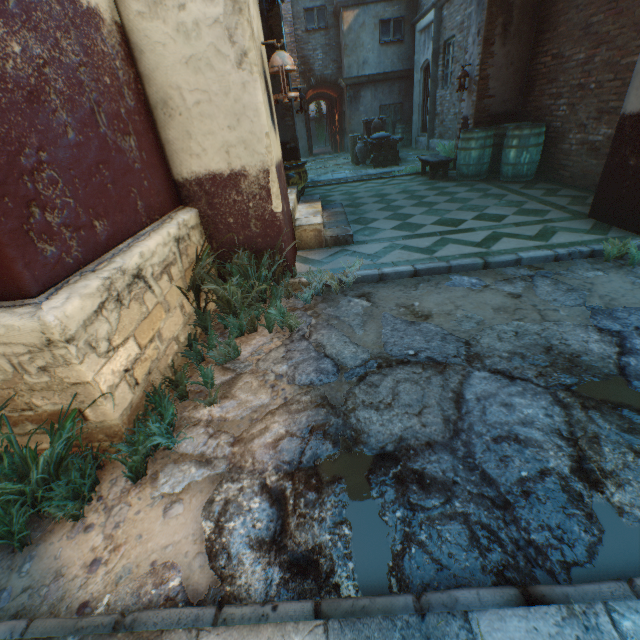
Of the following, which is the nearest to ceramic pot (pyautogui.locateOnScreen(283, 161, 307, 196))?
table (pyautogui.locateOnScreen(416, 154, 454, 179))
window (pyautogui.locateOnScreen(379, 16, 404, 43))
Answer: table (pyautogui.locateOnScreen(416, 154, 454, 179))

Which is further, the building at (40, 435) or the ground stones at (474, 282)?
the ground stones at (474, 282)

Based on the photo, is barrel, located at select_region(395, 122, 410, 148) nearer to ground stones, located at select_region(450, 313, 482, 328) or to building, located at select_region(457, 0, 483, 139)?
building, located at select_region(457, 0, 483, 139)

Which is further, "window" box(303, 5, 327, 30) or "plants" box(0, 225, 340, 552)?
"window" box(303, 5, 327, 30)

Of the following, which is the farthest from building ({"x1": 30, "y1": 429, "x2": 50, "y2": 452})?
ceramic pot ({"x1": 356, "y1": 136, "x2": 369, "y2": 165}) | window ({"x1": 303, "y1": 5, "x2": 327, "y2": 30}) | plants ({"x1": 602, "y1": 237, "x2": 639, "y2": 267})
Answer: ceramic pot ({"x1": 356, "y1": 136, "x2": 369, "y2": 165})

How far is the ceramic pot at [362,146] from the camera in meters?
10.6 m

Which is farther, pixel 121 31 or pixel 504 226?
pixel 504 226

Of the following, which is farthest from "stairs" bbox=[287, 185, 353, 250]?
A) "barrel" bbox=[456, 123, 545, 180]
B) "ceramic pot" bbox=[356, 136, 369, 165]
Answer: "ceramic pot" bbox=[356, 136, 369, 165]
